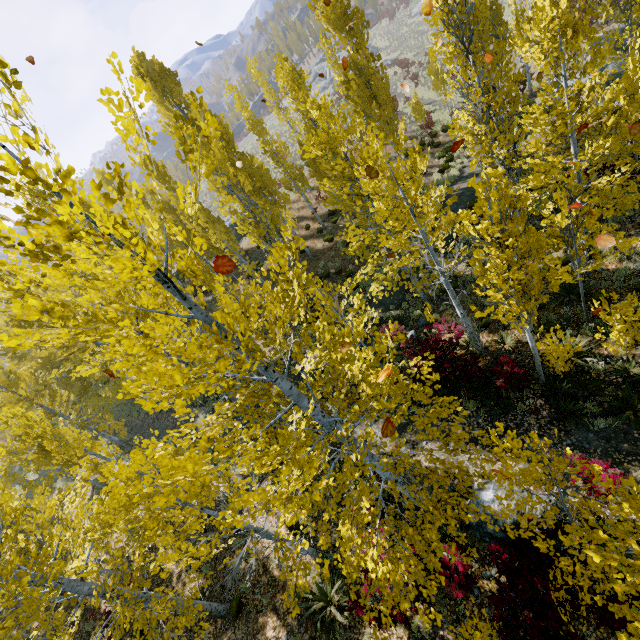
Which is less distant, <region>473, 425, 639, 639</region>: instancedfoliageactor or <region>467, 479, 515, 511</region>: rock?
<region>473, 425, 639, 639</region>: instancedfoliageactor

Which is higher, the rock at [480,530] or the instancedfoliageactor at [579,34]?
the instancedfoliageactor at [579,34]

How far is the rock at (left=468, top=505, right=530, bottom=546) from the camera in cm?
710

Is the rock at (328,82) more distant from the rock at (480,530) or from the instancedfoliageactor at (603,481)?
the rock at (480,530)

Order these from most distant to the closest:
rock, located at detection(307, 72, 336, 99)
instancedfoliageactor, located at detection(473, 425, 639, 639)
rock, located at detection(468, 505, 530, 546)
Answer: rock, located at detection(307, 72, 336, 99) → rock, located at detection(468, 505, 530, 546) → instancedfoliageactor, located at detection(473, 425, 639, 639)

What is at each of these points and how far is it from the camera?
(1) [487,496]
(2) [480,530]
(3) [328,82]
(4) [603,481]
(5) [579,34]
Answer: (1) rock, 7.84m
(2) rock, 7.51m
(3) rock, 53.03m
(4) instancedfoliageactor, 6.41m
(5) instancedfoliageactor, 7.15m

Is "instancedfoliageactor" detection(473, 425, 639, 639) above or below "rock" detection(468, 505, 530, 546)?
above
